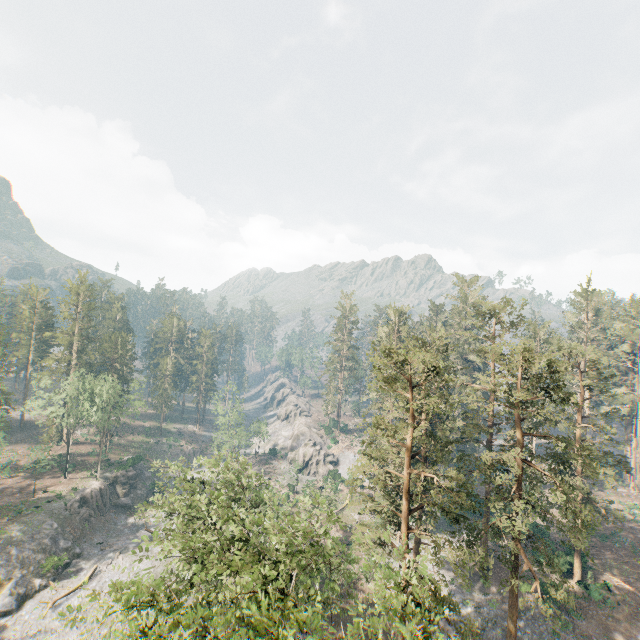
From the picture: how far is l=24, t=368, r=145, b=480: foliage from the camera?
53.5m

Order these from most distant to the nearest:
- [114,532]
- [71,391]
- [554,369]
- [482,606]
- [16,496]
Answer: [71,391], [114,532], [16,496], [482,606], [554,369]

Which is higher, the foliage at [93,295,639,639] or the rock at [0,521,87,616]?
the foliage at [93,295,639,639]

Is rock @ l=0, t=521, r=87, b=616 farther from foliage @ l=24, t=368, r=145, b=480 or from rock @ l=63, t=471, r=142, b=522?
foliage @ l=24, t=368, r=145, b=480

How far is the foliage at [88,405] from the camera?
53.47m

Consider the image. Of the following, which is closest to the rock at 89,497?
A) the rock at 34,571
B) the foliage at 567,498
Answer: the rock at 34,571

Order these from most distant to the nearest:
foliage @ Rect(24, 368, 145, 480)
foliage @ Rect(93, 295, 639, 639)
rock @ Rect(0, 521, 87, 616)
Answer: foliage @ Rect(24, 368, 145, 480) < rock @ Rect(0, 521, 87, 616) < foliage @ Rect(93, 295, 639, 639)
